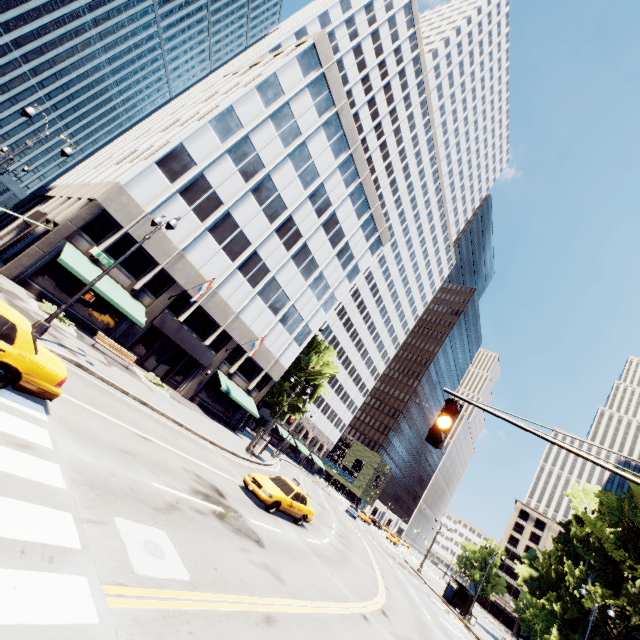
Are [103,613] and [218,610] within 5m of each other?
yes

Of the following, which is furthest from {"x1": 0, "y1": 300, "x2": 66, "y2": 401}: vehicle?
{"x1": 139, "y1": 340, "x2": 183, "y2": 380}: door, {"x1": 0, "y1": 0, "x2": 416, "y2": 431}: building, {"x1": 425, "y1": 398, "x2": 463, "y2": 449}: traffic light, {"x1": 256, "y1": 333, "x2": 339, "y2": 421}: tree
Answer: {"x1": 256, "y1": 333, "x2": 339, "y2": 421}: tree

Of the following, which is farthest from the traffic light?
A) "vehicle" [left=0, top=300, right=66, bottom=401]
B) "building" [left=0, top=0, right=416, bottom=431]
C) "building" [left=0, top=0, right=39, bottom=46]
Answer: "building" [left=0, top=0, right=39, bottom=46]

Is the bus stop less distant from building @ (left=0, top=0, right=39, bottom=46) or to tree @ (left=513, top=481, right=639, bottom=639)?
tree @ (left=513, top=481, right=639, bottom=639)

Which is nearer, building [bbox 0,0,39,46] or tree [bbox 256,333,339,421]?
tree [bbox 256,333,339,421]

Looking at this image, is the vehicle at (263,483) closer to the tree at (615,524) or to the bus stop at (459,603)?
the bus stop at (459,603)

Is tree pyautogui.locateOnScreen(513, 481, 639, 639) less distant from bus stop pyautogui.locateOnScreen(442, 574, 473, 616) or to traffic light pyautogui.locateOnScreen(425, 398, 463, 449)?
bus stop pyautogui.locateOnScreen(442, 574, 473, 616)

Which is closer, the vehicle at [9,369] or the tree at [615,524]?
the vehicle at [9,369]
